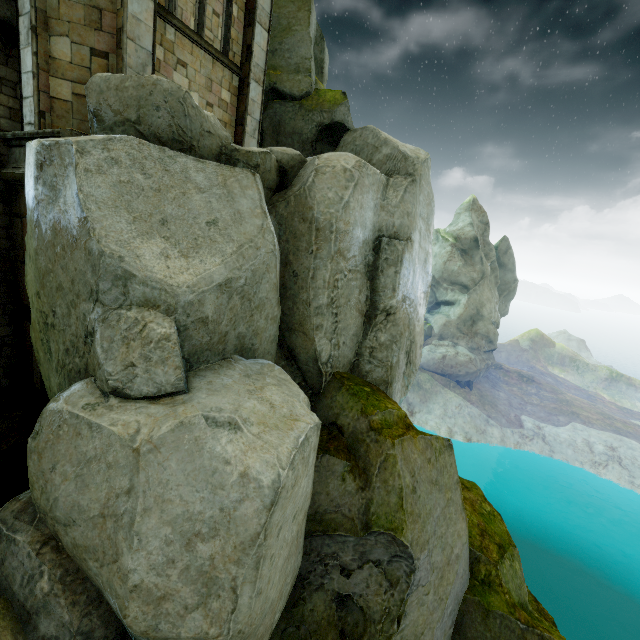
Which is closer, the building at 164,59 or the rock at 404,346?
the rock at 404,346

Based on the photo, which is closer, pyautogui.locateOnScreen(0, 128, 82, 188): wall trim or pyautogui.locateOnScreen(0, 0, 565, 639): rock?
pyautogui.locateOnScreen(0, 0, 565, 639): rock

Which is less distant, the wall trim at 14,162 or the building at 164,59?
the wall trim at 14,162

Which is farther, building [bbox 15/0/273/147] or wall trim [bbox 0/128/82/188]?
building [bbox 15/0/273/147]

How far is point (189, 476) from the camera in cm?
464

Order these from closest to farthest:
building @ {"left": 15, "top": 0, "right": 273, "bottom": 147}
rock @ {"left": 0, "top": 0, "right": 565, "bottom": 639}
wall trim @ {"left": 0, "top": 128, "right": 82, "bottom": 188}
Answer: rock @ {"left": 0, "top": 0, "right": 565, "bottom": 639}
wall trim @ {"left": 0, "top": 128, "right": 82, "bottom": 188}
building @ {"left": 15, "top": 0, "right": 273, "bottom": 147}

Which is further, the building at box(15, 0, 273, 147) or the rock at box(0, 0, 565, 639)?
the building at box(15, 0, 273, 147)

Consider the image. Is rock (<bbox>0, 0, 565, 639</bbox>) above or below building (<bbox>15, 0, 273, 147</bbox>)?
below
